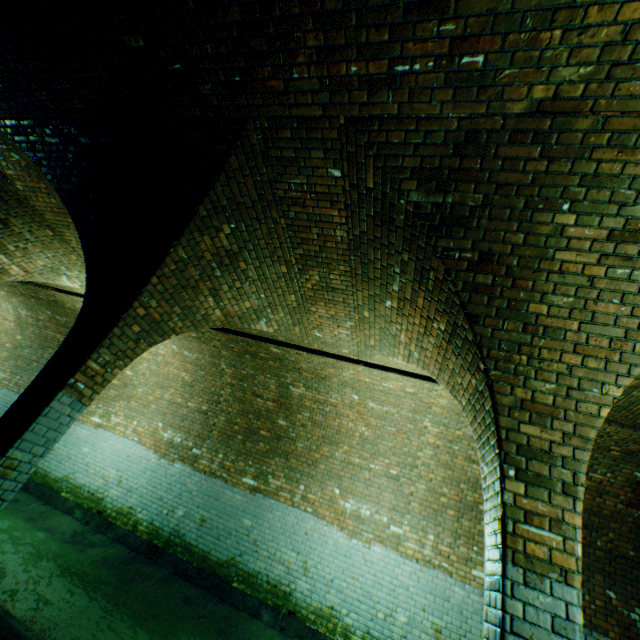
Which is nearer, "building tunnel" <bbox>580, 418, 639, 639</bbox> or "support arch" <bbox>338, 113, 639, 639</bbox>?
"support arch" <bbox>338, 113, 639, 639</bbox>

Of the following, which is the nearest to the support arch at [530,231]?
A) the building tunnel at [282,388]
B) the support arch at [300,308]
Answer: the building tunnel at [282,388]

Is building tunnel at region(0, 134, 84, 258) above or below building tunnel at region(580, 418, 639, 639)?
above

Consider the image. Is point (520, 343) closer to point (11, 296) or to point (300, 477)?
point (300, 477)

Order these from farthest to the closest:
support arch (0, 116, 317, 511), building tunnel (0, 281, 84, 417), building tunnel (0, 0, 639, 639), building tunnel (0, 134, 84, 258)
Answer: building tunnel (0, 281, 84, 417)
building tunnel (0, 134, 84, 258)
support arch (0, 116, 317, 511)
building tunnel (0, 0, 639, 639)

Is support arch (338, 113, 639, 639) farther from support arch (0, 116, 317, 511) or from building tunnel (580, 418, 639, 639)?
support arch (0, 116, 317, 511)
